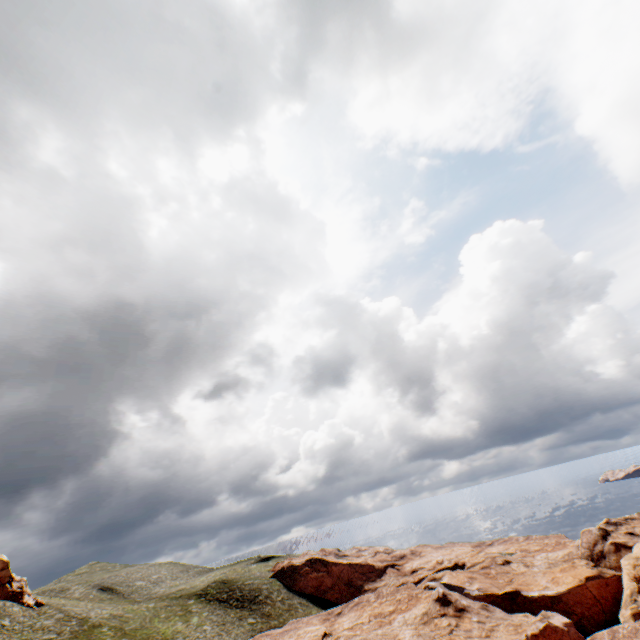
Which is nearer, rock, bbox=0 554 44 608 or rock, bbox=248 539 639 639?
rock, bbox=248 539 639 639

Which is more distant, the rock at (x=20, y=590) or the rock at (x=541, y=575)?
the rock at (x=20, y=590)

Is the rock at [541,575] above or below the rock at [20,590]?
below

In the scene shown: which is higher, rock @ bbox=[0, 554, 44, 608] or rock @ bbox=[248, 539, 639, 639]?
rock @ bbox=[0, 554, 44, 608]

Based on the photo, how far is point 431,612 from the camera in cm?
4722
